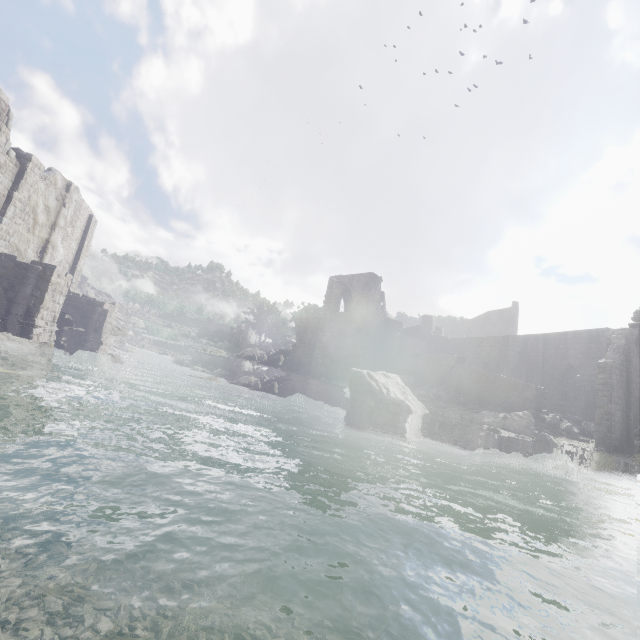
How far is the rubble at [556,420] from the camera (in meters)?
15.55

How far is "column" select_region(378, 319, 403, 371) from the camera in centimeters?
3347cm

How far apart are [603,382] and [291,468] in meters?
14.6

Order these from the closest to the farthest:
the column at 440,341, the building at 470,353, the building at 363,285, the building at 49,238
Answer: the building at 49,238 → the building at 470,353 → the building at 363,285 → the column at 440,341

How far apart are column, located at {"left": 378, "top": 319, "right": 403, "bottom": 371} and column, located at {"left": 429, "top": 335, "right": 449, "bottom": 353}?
4.7m

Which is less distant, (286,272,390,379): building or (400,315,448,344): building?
Result: (286,272,390,379): building

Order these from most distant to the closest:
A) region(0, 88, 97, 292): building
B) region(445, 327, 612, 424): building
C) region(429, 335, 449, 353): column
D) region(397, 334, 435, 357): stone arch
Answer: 1. region(429, 335, 449, 353): column
2. region(397, 334, 435, 357): stone arch
3. region(445, 327, 612, 424): building
4. region(0, 88, 97, 292): building

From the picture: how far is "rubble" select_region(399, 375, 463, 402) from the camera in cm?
2245
